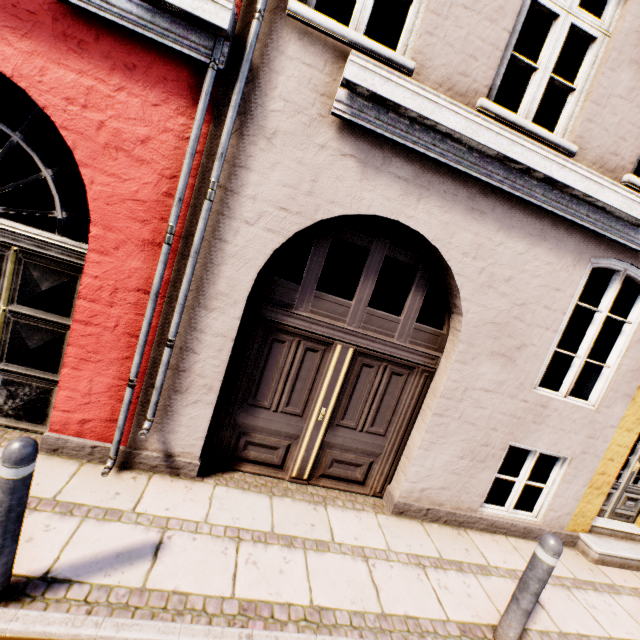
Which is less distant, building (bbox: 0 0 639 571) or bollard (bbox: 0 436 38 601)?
bollard (bbox: 0 436 38 601)

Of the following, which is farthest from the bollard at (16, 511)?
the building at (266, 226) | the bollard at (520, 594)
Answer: the bollard at (520, 594)

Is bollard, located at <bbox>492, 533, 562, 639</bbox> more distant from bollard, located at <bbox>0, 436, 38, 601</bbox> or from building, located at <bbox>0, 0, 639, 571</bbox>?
bollard, located at <bbox>0, 436, 38, 601</bbox>

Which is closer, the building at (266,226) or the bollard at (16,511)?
the bollard at (16,511)

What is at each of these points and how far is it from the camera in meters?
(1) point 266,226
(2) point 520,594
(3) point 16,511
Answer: (1) building, 3.2
(2) bollard, 2.8
(3) bollard, 1.9

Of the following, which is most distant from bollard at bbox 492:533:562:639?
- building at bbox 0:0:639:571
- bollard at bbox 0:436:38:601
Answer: bollard at bbox 0:436:38:601

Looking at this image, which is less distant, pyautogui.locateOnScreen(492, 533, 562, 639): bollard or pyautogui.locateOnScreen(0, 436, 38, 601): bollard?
pyautogui.locateOnScreen(0, 436, 38, 601): bollard
